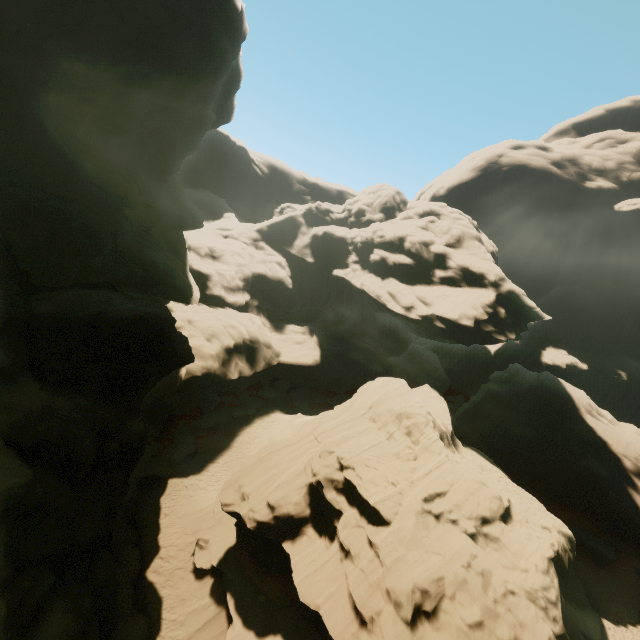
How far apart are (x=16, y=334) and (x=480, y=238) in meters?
44.3 m
